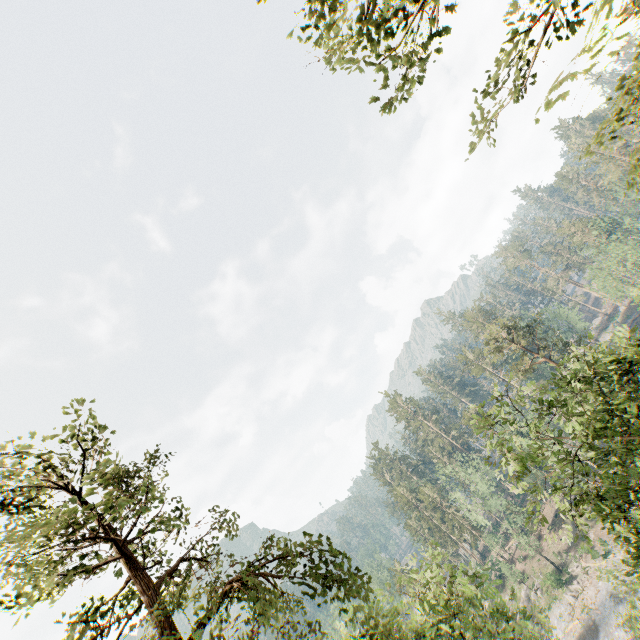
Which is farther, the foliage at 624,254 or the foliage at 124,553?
the foliage at 624,254

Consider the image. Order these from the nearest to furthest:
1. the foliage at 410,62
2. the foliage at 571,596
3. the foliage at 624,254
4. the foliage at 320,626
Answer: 1. the foliage at 410,62
2. the foliage at 320,626
3. the foliage at 571,596
4. the foliage at 624,254

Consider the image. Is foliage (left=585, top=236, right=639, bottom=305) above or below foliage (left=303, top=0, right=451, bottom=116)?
below

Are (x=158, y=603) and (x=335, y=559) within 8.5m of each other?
yes

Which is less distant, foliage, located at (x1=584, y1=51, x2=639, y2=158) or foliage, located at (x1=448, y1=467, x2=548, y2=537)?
foliage, located at (x1=584, y1=51, x2=639, y2=158)
